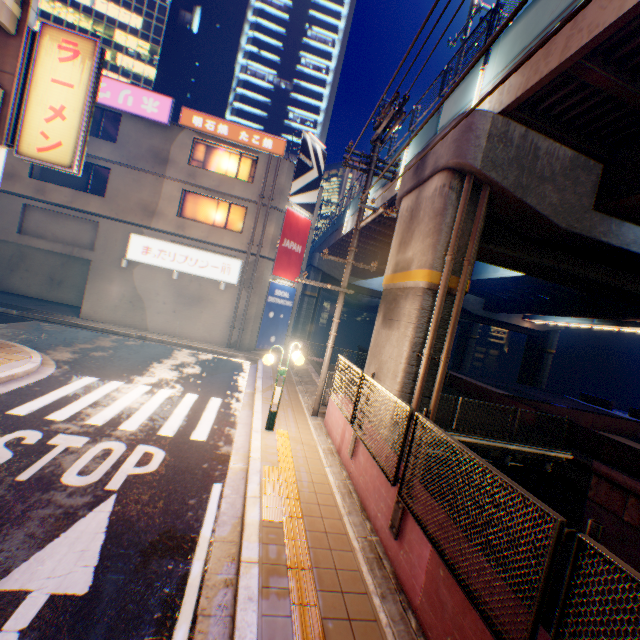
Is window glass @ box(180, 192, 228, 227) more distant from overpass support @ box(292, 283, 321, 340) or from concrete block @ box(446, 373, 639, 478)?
concrete block @ box(446, 373, 639, 478)

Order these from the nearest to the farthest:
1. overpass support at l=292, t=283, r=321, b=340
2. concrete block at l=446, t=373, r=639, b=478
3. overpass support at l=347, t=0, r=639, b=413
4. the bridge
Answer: overpass support at l=347, t=0, r=639, b=413, concrete block at l=446, t=373, r=639, b=478, the bridge, overpass support at l=292, t=283, r=321, b=340

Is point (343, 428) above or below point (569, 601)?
below

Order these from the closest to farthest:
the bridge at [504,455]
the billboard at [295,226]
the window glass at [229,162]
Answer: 1. the bridge at [504,455]
2. the window glass at [229,162]
3. the billboard at [295,226]

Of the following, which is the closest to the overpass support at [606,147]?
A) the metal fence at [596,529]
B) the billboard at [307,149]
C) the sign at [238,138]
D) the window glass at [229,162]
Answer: the metal fence at [596,529]

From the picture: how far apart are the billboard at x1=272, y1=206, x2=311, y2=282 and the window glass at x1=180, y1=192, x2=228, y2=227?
2.1m

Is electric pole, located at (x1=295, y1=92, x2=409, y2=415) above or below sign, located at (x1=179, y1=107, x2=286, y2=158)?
below

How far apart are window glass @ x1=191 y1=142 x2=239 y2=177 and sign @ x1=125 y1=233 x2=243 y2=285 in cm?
460
